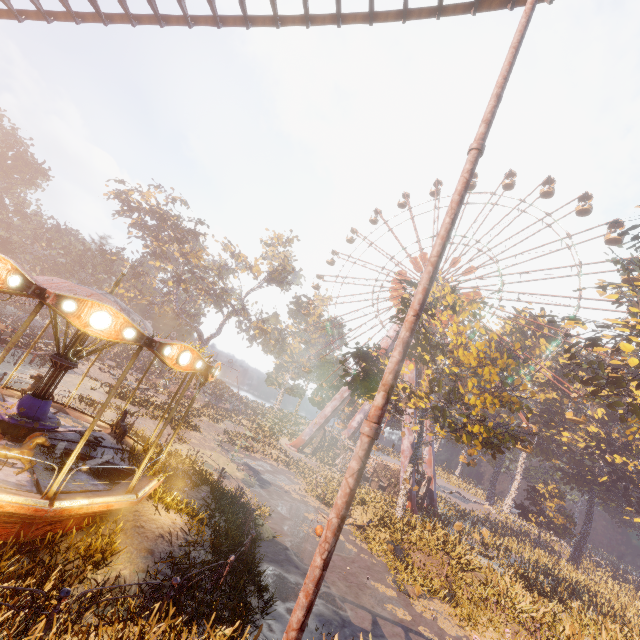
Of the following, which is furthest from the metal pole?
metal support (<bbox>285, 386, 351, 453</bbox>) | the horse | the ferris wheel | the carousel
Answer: the ferris wheel

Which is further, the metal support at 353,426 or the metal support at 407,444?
the metal support at 353,426

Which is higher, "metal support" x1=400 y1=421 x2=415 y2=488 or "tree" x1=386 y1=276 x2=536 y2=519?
"tree" x1=386 y1=276 x2=536 y2=519

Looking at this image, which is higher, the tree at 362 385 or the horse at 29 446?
the tree at 362 385

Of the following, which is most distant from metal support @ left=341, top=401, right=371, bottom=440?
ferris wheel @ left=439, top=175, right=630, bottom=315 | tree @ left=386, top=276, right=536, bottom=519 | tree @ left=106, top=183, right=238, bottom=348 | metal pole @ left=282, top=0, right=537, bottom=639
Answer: metal pole @ left=282, top=0, right=537, bottom=639

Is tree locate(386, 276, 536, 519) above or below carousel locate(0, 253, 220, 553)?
above

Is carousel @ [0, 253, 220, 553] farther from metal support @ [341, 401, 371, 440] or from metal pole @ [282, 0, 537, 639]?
metal support @ [341, 401, 371, 440]

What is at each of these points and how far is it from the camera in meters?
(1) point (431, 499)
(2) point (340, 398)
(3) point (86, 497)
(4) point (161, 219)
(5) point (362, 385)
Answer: (1) metal support, 36.9
(2) metal support, 40.5
(3) carousel, 7.0
(4) tree, 44.3
(5) tree, 23.8
